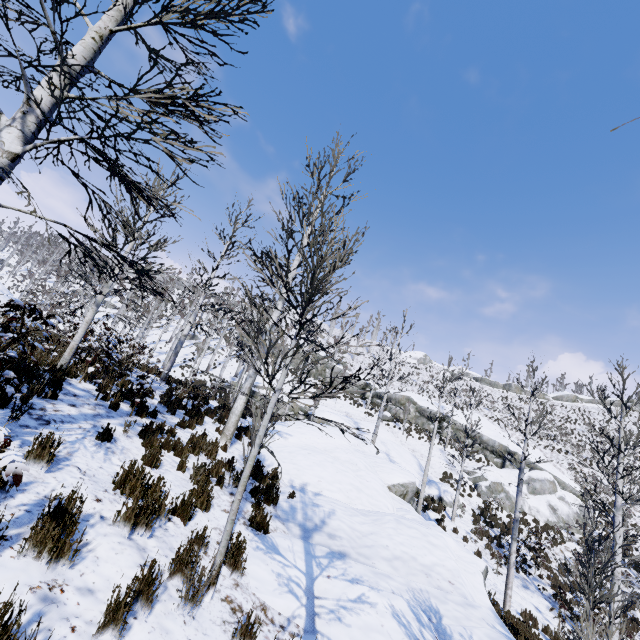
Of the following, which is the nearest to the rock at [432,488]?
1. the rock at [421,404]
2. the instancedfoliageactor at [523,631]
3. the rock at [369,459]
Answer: the rock at [421,404]

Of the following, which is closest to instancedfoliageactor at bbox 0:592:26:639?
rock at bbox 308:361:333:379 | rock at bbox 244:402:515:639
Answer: rock at bbox 244:402:515:639

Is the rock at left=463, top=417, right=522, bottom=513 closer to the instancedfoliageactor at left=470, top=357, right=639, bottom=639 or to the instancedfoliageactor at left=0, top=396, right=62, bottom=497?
the instancedfoliageactor at left=470, top=357, right=639, bottom=639

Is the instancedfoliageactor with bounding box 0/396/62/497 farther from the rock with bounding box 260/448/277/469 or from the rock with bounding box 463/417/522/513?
the rock with bounding box 463/417/522/513

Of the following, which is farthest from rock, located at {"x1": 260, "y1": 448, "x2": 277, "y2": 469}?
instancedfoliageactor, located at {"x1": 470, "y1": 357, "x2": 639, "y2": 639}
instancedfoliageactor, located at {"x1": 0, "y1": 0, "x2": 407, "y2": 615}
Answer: instancedfoliageactor, located at {"x1": 470, "y1": 357, "x2": 639, "y2": 639}

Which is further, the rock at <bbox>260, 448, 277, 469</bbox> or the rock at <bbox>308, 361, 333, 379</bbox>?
the rock at <bbox>308, 361, 333, 379</bbox>

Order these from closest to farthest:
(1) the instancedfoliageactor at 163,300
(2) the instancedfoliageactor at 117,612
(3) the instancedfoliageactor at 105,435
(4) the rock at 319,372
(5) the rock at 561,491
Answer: (2) the instancedfoliageactor at 117,612
(1) the instancedfoliageactor at 163,300
(3) the instancedfoliageactor at 105,435
(5) the rock at 561,491
(4) the rock at 319,372

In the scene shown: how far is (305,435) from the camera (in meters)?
15.16
